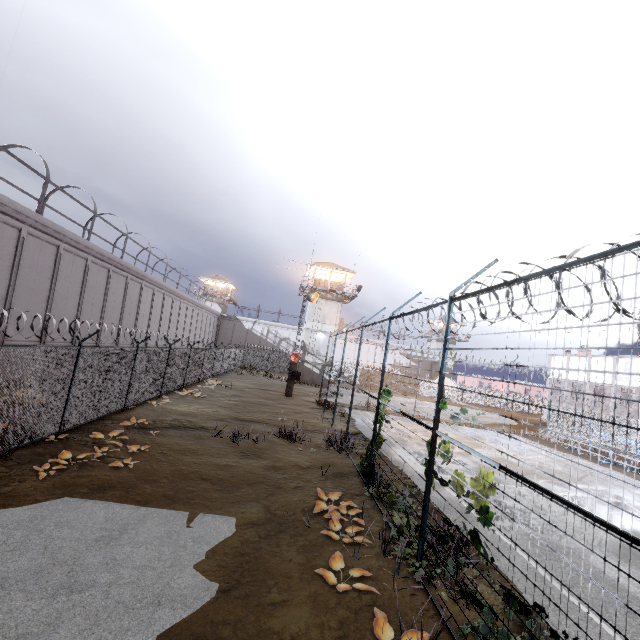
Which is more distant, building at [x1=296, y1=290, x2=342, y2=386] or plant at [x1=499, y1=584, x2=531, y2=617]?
building at [x1=296, y1=290, x2=342, y2=386]

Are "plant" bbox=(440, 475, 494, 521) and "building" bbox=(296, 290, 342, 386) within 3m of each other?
no

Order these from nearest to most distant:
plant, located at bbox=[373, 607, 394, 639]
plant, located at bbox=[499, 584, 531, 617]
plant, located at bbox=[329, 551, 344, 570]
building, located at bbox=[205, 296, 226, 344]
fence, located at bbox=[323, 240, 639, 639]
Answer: fence, located at bbox=[323, 240, 639, 639] < plant, located at bbox=[499, 584, 531, 617] < plant, located at bbox=[373, 607, 394, 639] < plant, located at bbox=[329, 551, 344, 570] < building, located at bbox=[205, 296, 226, 344]

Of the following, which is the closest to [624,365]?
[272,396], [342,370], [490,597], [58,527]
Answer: [342,370]

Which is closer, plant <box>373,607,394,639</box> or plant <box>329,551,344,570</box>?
plant <box>373,607,394,639</box>

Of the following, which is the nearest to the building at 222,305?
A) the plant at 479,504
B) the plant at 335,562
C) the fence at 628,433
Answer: the fence at 628,433

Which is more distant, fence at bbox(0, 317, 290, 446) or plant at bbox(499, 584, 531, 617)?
fence at bbox(0, 317, 290, 446)

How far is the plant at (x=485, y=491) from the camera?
4.7m
